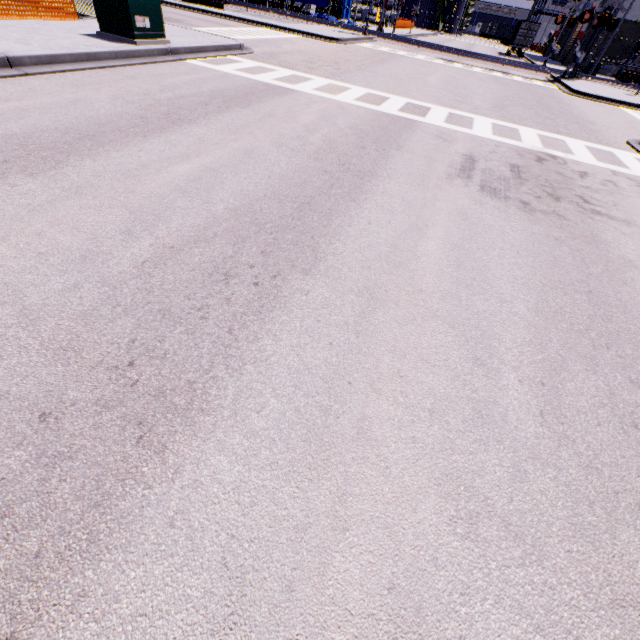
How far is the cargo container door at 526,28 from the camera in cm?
4009

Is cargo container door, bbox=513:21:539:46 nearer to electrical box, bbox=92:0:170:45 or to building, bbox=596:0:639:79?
building, bbox=596:0:639:79

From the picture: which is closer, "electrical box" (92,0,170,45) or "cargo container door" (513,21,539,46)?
"electrical box" (92,0,170,45)

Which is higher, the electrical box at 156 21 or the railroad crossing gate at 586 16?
the railroad crossing gate at 586 16

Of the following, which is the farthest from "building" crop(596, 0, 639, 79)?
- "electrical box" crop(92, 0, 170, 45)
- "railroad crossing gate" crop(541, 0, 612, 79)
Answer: "electrical box" crop(92, 0, 170, 45)

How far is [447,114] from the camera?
10.2m

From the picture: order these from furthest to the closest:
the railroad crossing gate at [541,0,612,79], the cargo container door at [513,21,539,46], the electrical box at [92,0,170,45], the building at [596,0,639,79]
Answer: the cargo container door at [513,21,539,46], the building at [596,0,639,79], the railroad crossing gate at [541,0,612,79], the electrical box at [92,0,170,45]
